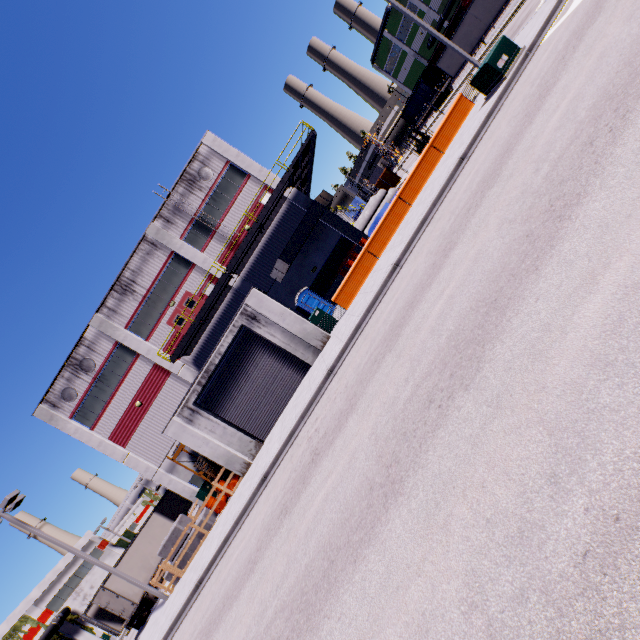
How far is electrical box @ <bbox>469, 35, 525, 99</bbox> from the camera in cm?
1323

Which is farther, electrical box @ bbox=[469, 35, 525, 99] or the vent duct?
the vent duct

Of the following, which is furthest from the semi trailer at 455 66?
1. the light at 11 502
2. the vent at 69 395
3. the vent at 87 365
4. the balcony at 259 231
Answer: the vent at 87 365

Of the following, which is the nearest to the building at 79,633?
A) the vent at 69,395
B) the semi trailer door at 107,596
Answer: the vent at 69,395

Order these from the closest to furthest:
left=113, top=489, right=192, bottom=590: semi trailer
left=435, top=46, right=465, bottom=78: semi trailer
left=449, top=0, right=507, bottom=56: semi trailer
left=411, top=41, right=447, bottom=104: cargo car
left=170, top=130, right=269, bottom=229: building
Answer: left=113, top=489, right=192, bottom=590: semi trailer
left=170, top=130, right=269, bottom=229: building
left=449, top=0, right=507, bottom=56: semi trailer
left=435, top=46, right=465, bottom=78: semi trailer
left=411, top=41, right=447, bottom=104: cargo car

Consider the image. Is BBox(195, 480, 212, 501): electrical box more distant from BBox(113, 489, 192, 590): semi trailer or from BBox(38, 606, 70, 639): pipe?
BBox(38, 606, 70, 639): pipe

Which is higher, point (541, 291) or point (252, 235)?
point (252, 235)

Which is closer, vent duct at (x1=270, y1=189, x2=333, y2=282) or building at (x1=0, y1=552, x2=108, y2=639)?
vent duct at (x1=270, y1=189, x2=333, y2=282)
